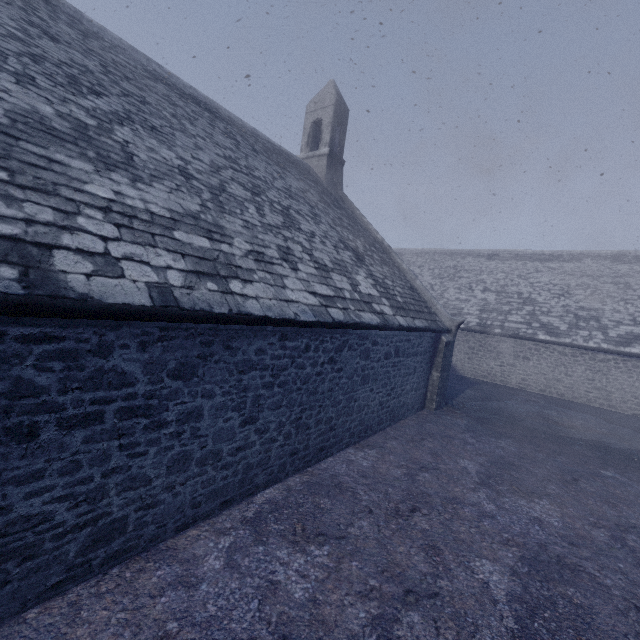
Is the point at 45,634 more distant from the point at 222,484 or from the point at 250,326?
the point at 250,326
